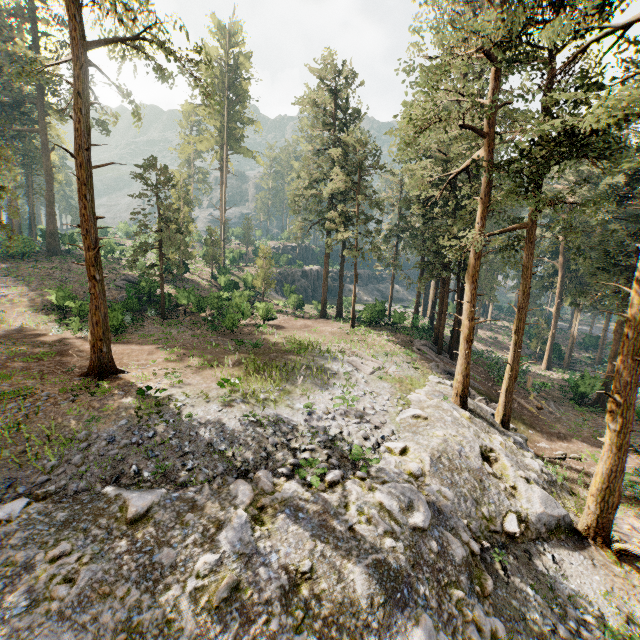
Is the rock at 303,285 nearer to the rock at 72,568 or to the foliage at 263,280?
the foliage at 263,280

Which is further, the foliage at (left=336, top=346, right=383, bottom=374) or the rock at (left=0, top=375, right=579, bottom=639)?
the foliage at (left=336, top=346, right=383, bottom=374)

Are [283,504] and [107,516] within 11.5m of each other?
yes

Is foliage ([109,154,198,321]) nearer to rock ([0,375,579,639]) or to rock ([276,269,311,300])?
rock ([0,375,579,639])

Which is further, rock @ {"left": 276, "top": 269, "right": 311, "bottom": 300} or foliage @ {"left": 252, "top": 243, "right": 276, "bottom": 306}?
rock @ {"left": 276, "top": 269, "right": 311, "bottom": 300}

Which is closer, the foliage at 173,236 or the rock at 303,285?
the foliage at 173,236
